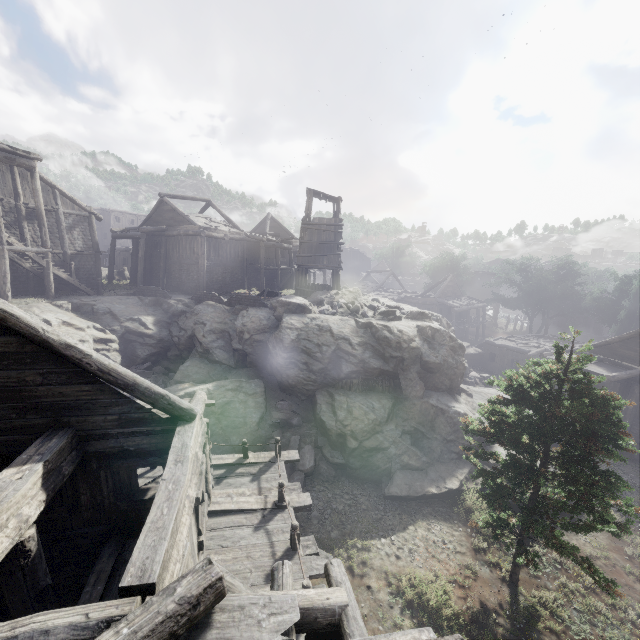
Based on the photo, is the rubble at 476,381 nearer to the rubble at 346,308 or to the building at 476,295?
the building at 476,295

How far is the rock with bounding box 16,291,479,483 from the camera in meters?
14.9

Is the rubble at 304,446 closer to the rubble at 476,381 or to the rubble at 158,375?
the rubble at 158,375

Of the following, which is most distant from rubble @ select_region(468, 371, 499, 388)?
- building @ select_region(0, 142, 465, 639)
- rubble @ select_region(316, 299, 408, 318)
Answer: rubble @ select_region(316, 299, 408, 318)

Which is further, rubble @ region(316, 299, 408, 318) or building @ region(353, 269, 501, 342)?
building @ region(353, 269, 501, 342)

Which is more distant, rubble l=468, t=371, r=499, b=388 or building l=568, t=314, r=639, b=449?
rubble l=468, t=371, r=499, b=388

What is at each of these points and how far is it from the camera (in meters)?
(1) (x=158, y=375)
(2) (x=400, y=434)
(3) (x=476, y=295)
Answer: (1) rubble, 20.45
(2) rock, 15.28
(3) building, 58.66
